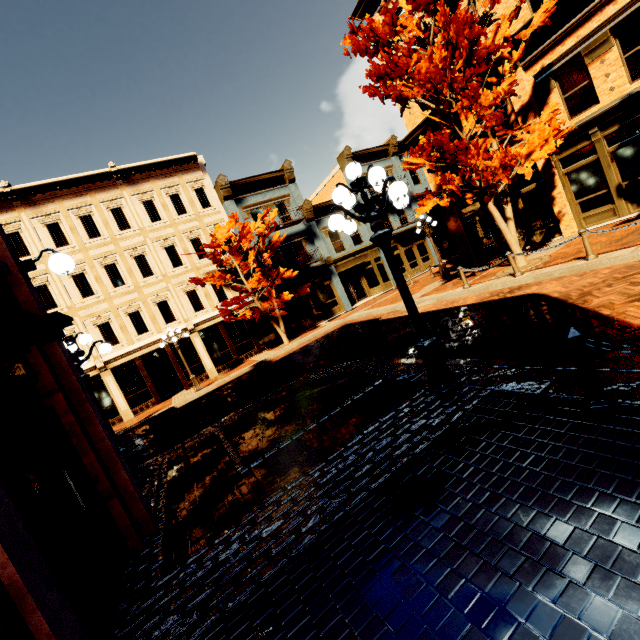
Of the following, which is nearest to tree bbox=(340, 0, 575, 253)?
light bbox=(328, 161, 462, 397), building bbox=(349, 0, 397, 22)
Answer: building bbox=(349, 0, 397, 22)

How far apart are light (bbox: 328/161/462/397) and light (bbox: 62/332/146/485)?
5.62m

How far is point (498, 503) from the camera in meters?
2.7 m

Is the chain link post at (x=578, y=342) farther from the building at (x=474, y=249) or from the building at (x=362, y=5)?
the building at (x=474, y=249)

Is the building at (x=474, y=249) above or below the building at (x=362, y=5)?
below

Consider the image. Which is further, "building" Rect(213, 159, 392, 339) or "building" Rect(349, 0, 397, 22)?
"building" Rect(213, 159, 392, 339)

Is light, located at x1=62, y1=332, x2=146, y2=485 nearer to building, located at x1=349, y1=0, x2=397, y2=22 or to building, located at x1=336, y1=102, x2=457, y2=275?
building, located at x1=349, y1=0, x2=397, y2=22

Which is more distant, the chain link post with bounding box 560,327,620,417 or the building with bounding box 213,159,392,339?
the building with bounding box 213,159,392,339
